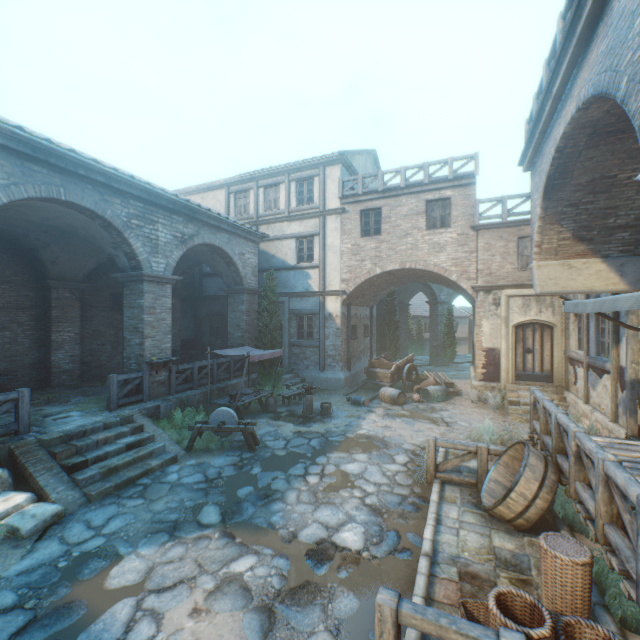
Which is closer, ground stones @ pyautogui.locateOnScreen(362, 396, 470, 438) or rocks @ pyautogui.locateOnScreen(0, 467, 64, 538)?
rocks @ pyautogui.locateOnScreen(0, 467, 64, 538)

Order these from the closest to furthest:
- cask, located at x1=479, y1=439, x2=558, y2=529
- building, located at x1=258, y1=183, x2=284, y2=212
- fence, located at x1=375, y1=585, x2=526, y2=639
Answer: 1. fence, located at x1=375, y1=585, x2=526, y2=639
2. cask, located at x1=479, y1=439, x2=558, y2=529
3. building, located at x1=258, y1=183, x2=284, y2=212

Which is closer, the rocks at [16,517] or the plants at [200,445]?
the rocks at [16,517]

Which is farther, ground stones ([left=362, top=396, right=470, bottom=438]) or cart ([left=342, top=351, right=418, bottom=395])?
cart ([left=342, top=351, right=418, bottom=395])

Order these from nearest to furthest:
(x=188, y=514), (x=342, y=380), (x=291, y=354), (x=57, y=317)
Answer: (x=188, y=514)
(x=57, y=317)
(x=342, y=380)
(x=291, y=354)

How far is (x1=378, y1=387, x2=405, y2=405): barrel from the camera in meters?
13.1

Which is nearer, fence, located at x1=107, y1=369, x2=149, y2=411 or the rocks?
the rocks

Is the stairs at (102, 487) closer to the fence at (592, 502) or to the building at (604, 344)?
the building at (604, 344)
